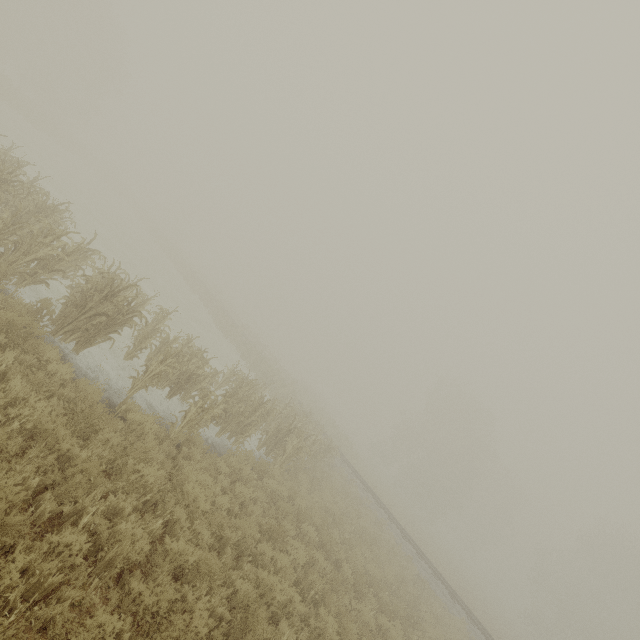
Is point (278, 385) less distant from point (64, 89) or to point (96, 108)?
point (96, 108)
